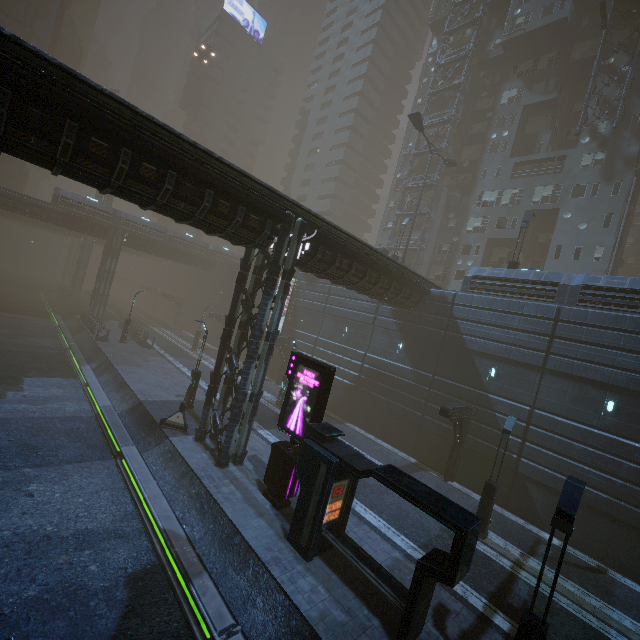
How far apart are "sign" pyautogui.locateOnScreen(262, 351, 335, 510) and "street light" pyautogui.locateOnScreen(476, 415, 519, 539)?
8.4 meters

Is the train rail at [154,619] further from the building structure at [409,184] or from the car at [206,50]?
the car at [206,50]

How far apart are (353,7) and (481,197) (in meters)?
51.55

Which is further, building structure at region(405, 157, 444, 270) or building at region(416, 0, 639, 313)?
building structure at region(405, 157, 444, 270)

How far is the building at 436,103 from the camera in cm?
3975

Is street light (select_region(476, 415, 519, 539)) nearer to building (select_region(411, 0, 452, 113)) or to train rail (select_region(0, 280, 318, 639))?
building (select_region(411, 0, 452, 113))

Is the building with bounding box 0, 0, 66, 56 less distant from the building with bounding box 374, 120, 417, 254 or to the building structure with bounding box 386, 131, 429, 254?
the building with bounding box 374, 120, 417, 254

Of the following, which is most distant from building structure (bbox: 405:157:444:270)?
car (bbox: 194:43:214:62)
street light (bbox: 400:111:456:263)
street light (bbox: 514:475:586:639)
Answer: street light (bbox: 514:475:586:639)
